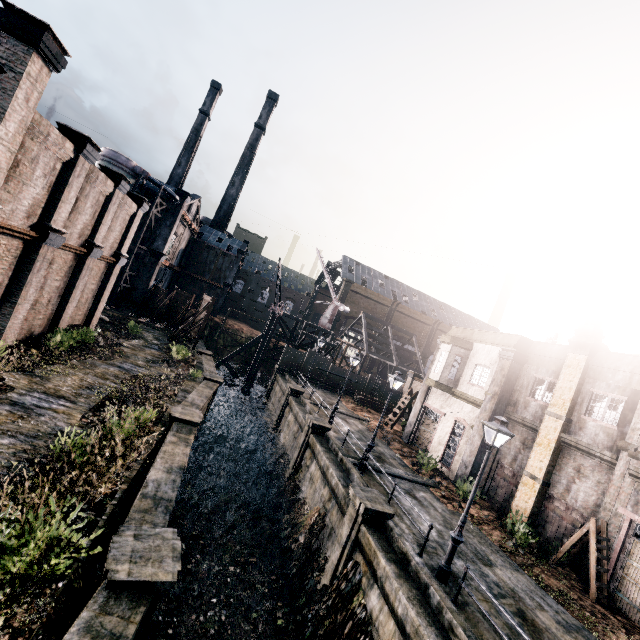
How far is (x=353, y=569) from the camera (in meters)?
12.54

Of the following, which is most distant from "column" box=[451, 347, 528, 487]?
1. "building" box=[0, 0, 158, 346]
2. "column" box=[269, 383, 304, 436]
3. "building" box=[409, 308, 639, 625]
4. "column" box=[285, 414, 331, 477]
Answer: "building" box=[0, 0, 158, 346]

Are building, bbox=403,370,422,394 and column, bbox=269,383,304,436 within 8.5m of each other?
no

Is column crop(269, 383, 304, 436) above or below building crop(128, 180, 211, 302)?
below

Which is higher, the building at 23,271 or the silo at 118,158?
the silo at 118,158

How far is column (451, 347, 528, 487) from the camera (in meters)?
20.45

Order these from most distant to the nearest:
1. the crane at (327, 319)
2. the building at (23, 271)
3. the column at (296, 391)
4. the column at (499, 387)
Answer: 1. the crane at (327, 319)
2. the column at (296, 391)
3. the column at (499, 387)
4. the building at (23, 271)

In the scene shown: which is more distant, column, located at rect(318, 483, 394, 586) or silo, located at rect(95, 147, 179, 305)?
silo, located at rect(95, 147, 179, 305)
